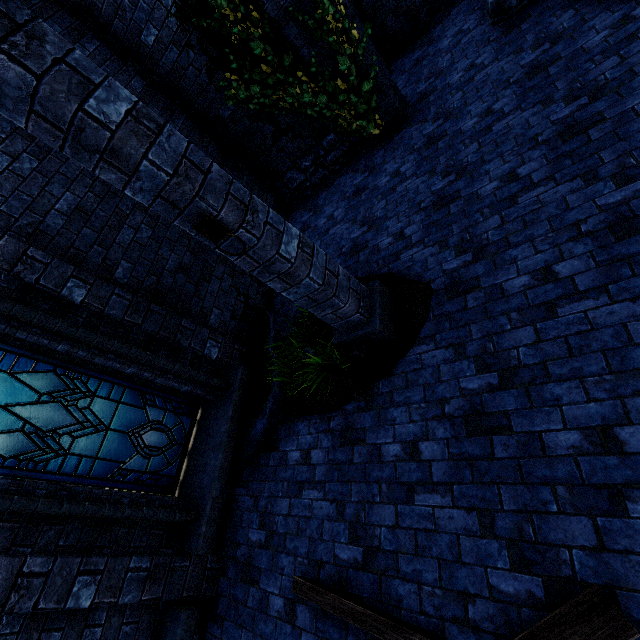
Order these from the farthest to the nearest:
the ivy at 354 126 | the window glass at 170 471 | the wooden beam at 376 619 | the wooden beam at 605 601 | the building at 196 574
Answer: the ivy at 354 126 < the window glass at 170 471 < the building at 196 574 < the wooden beam at 376 619 < the wooden beam at 605 601

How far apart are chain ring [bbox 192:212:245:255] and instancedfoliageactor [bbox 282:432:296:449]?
2.7m

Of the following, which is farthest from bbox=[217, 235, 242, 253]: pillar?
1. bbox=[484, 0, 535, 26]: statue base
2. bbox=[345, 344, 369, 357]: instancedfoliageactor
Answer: bbox=[484, 0, 535, 26]: statue base

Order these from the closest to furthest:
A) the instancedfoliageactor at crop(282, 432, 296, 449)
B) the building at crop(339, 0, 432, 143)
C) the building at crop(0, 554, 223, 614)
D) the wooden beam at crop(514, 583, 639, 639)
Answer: the wooden beam at crop(514, 583, 639, 639)
the building at crop(0, 554, 223, 614)
the instancedfoliageactor at crop(282, 432, 296, 449)
the building at crop(339, 0, 432, 143)

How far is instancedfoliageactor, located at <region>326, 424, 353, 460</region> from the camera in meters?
3.7

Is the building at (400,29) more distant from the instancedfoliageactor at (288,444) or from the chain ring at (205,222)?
the chain ring at (205,222)

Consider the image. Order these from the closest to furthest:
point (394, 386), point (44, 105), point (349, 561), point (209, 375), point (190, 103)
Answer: point (44, 105) → point (349, 561) → point (394, 386) → point (209, 375) → point (190, 103)

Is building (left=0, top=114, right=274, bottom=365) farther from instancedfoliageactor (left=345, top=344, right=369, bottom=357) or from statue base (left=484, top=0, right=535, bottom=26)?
instancedfoliageactor (left=345, top=344, right=369, bottom=357)
